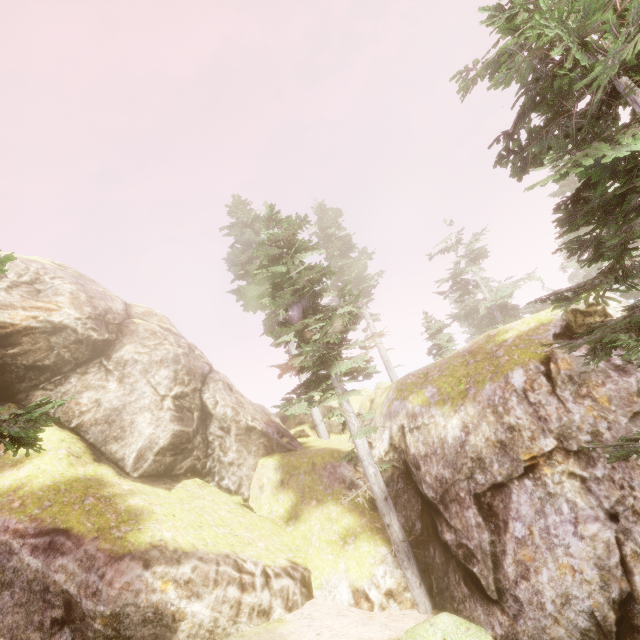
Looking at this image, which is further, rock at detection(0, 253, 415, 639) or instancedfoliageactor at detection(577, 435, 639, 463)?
rock at detection(0, 253, 415, 639)

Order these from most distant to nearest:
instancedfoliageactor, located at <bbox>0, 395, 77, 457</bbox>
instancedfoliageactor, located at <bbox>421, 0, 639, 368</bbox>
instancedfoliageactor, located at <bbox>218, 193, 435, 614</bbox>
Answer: instancedfoliageactor, located at <bbox>218, 193, 435, 614</bbox>, instancedfoliageactor, located at <bbox>421, 0, 639, 368</bbox>, instancedfoliageactor, located at <bbox>0, 395, 77, 457</bbox>

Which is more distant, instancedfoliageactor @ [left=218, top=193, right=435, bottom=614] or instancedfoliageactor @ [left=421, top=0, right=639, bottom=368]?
instancedfoliageactor @ [left=218, top=193, right=435, bottom=614]

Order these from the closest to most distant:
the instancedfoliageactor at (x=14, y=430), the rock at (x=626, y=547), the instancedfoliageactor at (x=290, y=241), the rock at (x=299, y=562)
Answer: the instancedfoliageactor at (x=14, y=430), the rock at (x=626, y=547), the rock at (x=299, y=562), the instancedfoliageactor at (x=290, y=241)

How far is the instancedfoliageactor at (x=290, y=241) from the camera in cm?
Answer: 1066

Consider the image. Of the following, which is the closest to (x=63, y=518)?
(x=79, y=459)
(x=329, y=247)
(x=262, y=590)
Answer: (x=79, y=459)
